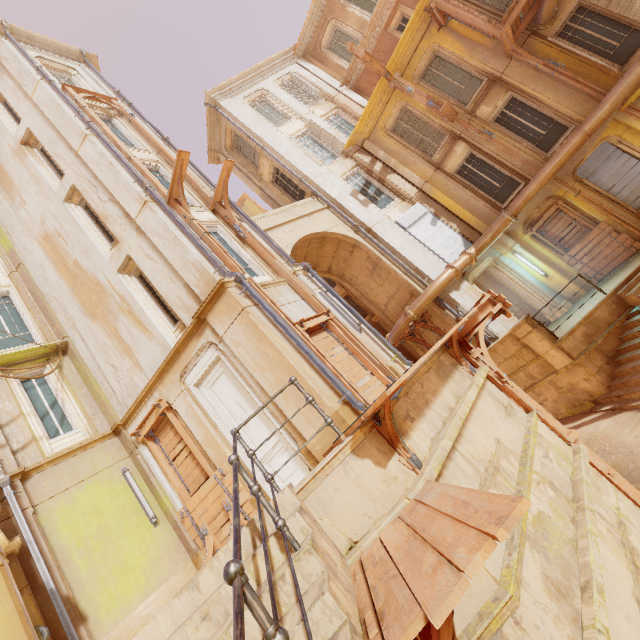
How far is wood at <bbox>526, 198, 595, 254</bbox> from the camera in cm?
1209

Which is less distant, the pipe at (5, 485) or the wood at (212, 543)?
the pipe at (5, 485)

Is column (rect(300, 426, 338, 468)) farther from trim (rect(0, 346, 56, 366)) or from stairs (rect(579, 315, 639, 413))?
stairs (rect(579, 315, 639, 413))

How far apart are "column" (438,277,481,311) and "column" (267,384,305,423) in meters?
7.2

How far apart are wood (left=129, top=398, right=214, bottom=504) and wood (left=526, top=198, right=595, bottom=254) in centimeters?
1395cm

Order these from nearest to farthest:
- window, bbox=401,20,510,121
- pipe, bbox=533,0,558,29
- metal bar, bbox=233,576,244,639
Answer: metal bar, bbox=233,576,244,639
pipe, bbox=533,0,558,29
window, bbox=401,20,510,121

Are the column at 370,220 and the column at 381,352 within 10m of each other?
yes

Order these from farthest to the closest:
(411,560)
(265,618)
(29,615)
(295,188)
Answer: (295,188), (29,615), (411,560), (265,618)
